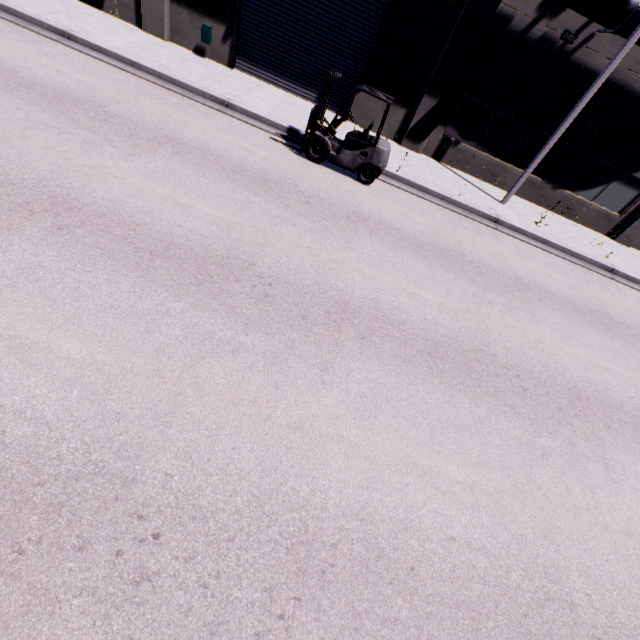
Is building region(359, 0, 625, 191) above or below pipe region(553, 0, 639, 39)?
below

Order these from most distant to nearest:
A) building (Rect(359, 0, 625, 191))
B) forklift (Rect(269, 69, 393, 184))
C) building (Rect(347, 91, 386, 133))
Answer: building (Rect(347, 91, 386, 133)) < building (Rect(359, 0, 625, 191)) < forklift (Rect(269, 69, 393, 184))

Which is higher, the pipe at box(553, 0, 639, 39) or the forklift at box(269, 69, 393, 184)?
the pipe at box(553, 0, 639, 39)

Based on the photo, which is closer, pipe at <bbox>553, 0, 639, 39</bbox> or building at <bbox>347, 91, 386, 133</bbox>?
pipe at <bbox>553, 0, 639, 39</bbox>

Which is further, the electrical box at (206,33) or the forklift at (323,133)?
the electrical box at (206,33)

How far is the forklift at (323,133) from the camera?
8.85m

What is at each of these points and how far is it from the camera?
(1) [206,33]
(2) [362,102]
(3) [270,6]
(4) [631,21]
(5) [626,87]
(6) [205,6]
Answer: (1) electrical box, 11.95m
(2) building, 13.02m
(3) roll-up door, 11.70m
(4) pipe, 9.41m
(5) building, 11.48m
(6) building, 11.77m

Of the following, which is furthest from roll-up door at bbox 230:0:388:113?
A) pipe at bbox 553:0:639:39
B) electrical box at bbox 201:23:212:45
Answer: electrical box at bbox 201:23:212:45
